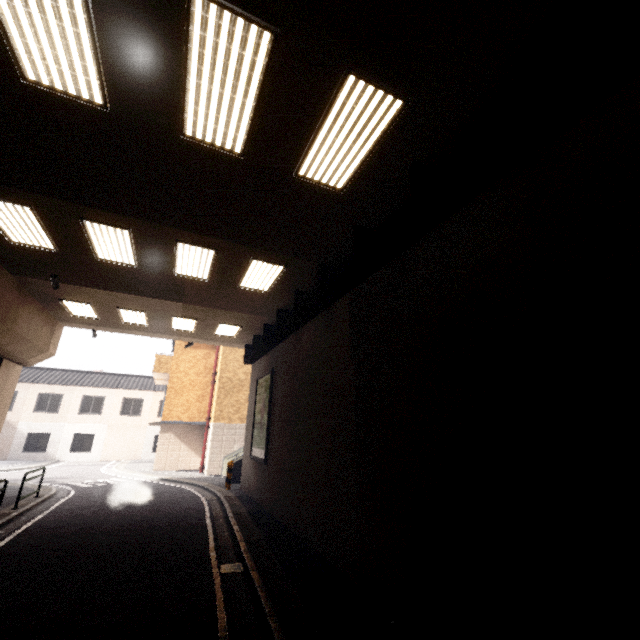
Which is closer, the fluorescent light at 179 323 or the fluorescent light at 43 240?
the fluorescent light at 43 240

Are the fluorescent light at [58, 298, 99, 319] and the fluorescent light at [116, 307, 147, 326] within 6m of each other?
yes

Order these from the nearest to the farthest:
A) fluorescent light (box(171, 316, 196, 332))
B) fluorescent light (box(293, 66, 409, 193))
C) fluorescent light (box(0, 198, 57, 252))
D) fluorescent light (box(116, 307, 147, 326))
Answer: fluorescent light (box(293, 66, 409, 193)) < fluorescent light (box(0, 198, 57, 252)) < fluorescent light (box(116, 307, 147, 326)) < fluorescent light (box(171, 316, 196, 332))

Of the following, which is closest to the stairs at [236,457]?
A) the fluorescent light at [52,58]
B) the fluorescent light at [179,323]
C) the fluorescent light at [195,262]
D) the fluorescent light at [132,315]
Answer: the fluorescent light at [179,323]

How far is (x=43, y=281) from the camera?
10.4m

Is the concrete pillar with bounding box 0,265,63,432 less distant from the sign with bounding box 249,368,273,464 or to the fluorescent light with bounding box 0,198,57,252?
the fluorescent light with bounding box 0,198,57,252

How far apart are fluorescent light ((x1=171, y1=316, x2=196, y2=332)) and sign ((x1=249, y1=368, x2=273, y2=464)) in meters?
3.6

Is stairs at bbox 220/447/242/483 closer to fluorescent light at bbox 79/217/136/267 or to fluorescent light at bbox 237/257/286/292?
fluorescent light at bbox 237/257/286/292
